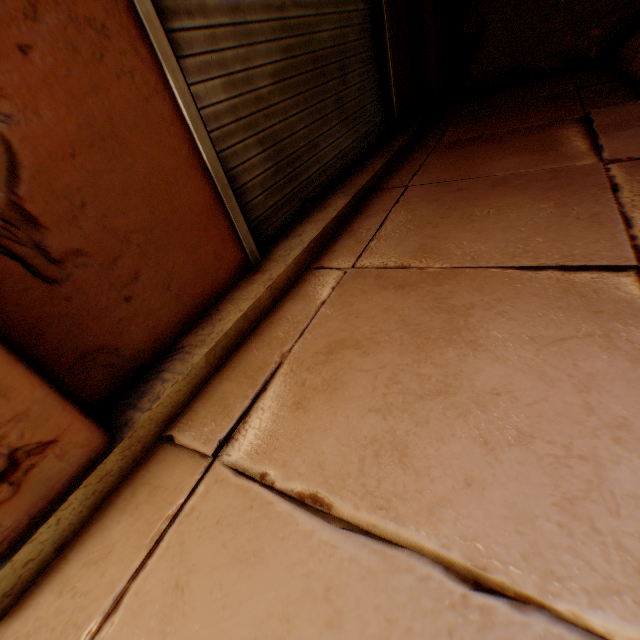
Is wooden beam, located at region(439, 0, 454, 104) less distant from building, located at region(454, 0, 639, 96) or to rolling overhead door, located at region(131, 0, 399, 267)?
building, located at region(454, 0, 639, 96)

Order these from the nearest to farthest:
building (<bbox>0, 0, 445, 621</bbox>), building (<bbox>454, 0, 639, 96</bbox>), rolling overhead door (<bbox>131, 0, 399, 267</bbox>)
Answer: building (<bbox>0, 0, 445, 621</bbox>)
rolling overhead door (<bbox>131, 0, 399, 267</bbox>)
building (<bbox>454, 0, 639, 96</bbox>)

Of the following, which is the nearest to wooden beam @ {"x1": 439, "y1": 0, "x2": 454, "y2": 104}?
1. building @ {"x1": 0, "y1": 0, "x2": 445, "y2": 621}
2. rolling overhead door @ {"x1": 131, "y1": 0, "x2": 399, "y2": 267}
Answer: building @ {"x1": 0, "y1": 0, "x2": 445, "y2": 621}

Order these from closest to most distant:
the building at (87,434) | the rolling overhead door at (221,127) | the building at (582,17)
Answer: the building at (87,434) → the rolling overhead door at (221,127) → the building at (582,17)

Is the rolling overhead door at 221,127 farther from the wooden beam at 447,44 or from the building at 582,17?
the wooden beam at 447,44

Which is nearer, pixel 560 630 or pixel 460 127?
pixel 560 630
